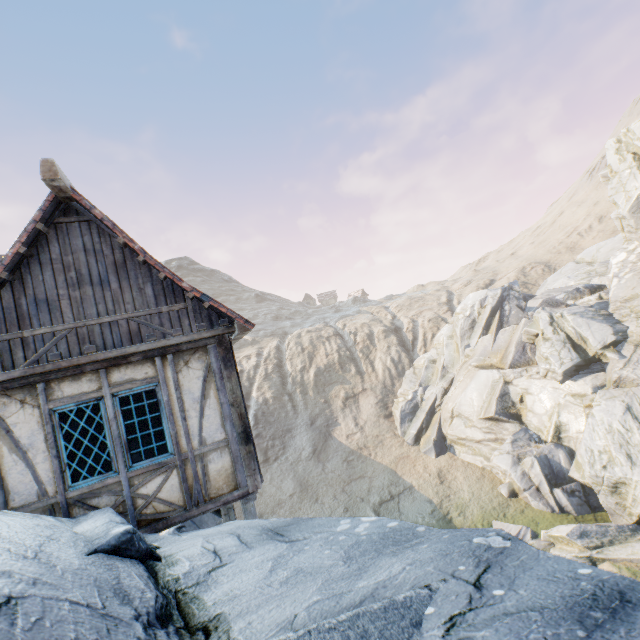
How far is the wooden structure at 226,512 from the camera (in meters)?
7.04

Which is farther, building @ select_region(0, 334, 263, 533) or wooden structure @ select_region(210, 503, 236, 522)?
wooden structure @ select_region(210, 503, 236, 522)

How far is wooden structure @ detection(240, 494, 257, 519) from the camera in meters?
6.1

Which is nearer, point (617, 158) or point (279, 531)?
point (279, 531)

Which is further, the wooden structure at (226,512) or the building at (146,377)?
the wooden structure at (226,512)

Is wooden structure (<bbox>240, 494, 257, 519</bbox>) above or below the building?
below

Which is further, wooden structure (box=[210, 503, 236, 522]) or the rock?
wooden structure (box=[210, 503, 236, 522])
